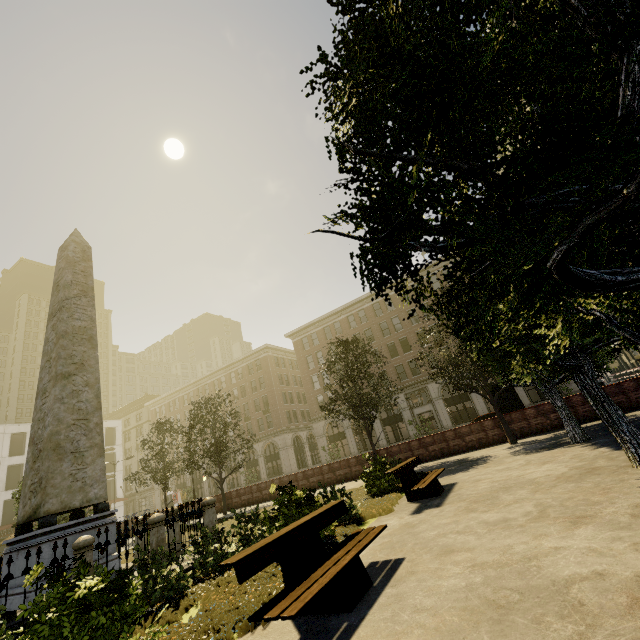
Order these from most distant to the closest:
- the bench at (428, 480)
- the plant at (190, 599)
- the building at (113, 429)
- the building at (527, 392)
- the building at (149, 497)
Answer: the building at (113, 429) < the building at (149, 497) < the building at (527, 392) < the bench at (428, 480) < the plant at (190, 599)

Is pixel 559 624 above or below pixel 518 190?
below

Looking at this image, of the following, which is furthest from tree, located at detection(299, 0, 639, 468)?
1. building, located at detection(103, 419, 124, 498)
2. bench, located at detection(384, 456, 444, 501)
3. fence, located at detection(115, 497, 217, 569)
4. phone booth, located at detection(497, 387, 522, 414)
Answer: building, located at detection(103, 419, 124, 498)

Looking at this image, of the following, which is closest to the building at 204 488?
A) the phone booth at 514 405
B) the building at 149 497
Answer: the building at 149 497

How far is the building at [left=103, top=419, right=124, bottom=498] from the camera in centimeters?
4994cm

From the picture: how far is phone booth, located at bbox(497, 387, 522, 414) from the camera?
16.2m

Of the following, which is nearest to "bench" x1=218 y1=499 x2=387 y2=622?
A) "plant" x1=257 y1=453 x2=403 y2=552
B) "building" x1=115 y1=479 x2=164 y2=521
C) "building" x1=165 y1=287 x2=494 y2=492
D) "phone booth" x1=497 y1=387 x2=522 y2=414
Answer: "plant" x1=257 y1=453 x2=403 y2=552

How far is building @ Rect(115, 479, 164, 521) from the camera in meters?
49.1
